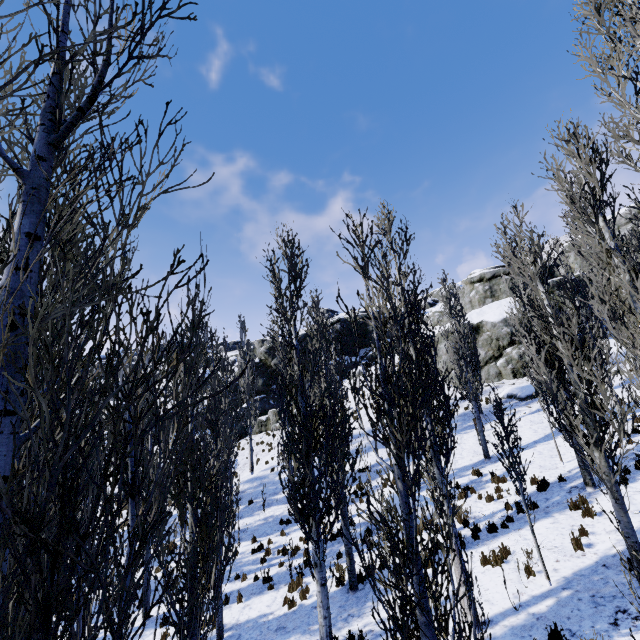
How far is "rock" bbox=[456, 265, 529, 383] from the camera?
25.8m

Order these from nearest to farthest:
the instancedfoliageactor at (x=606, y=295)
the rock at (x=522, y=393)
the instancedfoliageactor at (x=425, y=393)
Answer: the instancedfoliageactor at (x=425, y=393)
the instancedfoliageactor at (x=606, y=295)
the rock at (x=522, y=393)

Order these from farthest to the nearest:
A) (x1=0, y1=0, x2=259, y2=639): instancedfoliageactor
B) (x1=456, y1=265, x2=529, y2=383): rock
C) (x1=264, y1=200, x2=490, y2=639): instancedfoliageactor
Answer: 1. (x1=456, y1=265, x2=529, y2=383): rock
2. (x1=264, y1=200, x2=490, y2=639): instancedfoliageactor
3. (x1=0, y1=0, x2=259, y2=639): instancedfoliageactor

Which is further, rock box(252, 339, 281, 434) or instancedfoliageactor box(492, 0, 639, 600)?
rock box(252, 339, 281, 434)

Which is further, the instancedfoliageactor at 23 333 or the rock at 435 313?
the rock at 435 313

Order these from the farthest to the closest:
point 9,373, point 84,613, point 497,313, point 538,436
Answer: point 497,313 < point 538,436 < point 9,373 < point 84,613
